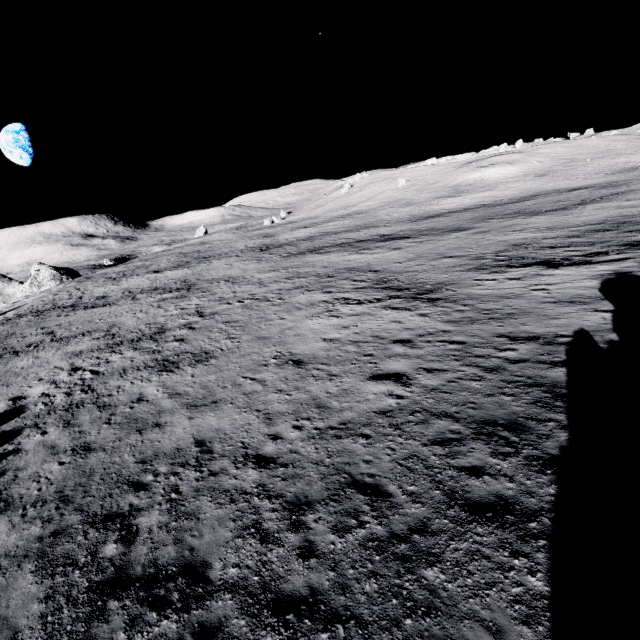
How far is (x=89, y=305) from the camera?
39.09m
